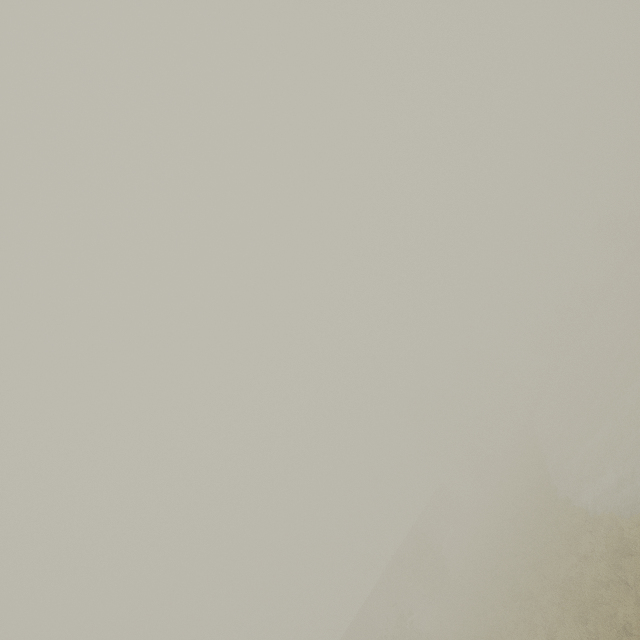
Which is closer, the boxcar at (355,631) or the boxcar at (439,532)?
the boxcar at (355,631)

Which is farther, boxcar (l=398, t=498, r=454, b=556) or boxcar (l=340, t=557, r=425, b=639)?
boxcar (l=398, t=498, r=454, b=556)

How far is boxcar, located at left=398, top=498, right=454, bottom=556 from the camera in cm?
4009

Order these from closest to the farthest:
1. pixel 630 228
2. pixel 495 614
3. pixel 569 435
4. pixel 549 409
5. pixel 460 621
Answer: Answer: pixel 495 614, pixel 460 621, pixel 569 435, pixel 549 409, pixel 630 228

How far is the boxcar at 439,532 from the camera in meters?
40.1 m
